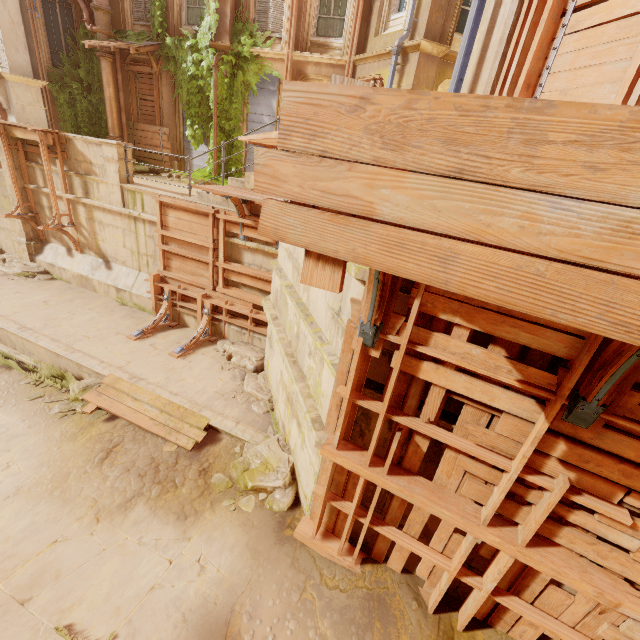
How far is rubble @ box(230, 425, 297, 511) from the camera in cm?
501

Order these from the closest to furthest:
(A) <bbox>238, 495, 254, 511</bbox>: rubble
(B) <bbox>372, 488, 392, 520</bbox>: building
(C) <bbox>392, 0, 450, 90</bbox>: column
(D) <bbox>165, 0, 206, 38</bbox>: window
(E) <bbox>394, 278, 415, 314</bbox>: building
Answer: (E) <bbox>394, 278, 415, 314</bbox>: building → (B) <bbox>372, 488, 392, 520</bbox>: building → (A) <bbox>238, 495, 254, 511</bbox>: rubble → (C) <bbox>392, 0, 450, 90</bbox>: column → (D) <bbox>165, 0, 206, 38</bbox>: window

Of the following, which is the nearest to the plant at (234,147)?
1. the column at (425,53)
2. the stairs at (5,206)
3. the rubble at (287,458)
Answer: the column at (425,53)

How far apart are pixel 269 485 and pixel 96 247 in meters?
9.7

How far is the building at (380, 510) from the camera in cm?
385

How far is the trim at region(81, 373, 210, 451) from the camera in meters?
6.1

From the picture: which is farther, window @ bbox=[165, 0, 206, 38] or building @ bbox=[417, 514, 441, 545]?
window @ bbox=[165, 0, 206, 38]

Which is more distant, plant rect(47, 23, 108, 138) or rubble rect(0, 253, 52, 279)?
plant rect(47, 23, 108, 138)
